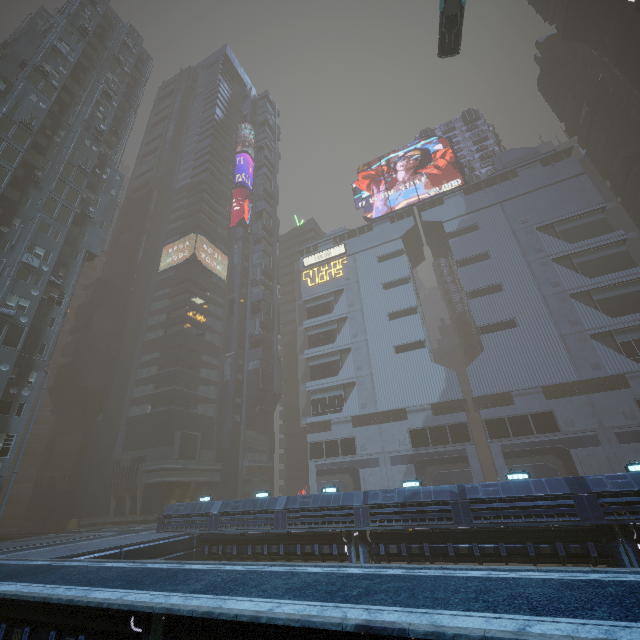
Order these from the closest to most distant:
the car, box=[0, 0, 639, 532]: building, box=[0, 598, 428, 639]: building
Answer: box=[0, 598, 428, 639]: building < the car < box=[0, 0, 639, 532]: building

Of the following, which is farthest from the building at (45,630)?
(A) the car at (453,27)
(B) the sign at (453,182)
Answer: (A) the car at (453,27)

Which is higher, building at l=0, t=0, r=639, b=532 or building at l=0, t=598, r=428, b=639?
building at l=0, t=0, r=639, b=532

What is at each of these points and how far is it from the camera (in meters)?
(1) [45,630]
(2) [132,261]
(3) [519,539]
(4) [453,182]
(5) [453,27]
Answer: (1) building, 9.88
(2) building, 57.75
(3) building, 17.14
(4) sign, 58.66
(5) car, 23.14

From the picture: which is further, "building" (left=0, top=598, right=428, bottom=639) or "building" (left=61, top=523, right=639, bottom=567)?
"building" (left=61, top=523, right=639, bottom=567)

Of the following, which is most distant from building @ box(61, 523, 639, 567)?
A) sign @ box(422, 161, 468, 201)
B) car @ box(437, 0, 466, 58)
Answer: car @ box(437, 0, 466, 58)

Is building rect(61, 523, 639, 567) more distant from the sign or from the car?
the car

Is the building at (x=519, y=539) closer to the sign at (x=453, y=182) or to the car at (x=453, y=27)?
the sign at (x=453, y=182)
